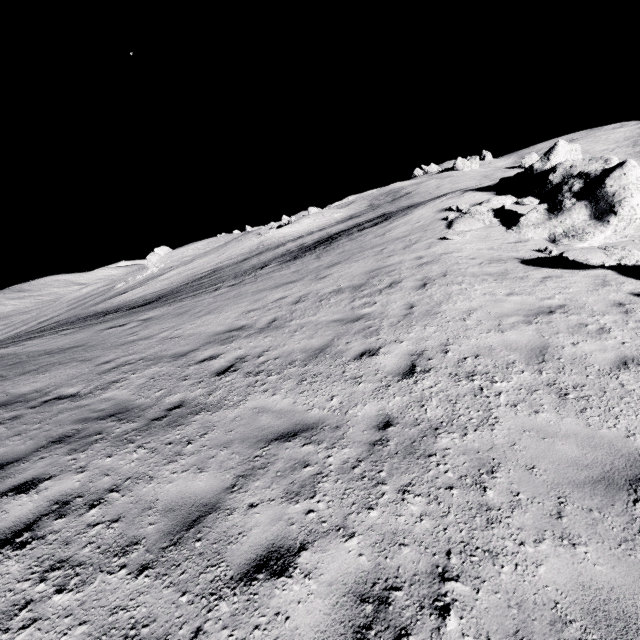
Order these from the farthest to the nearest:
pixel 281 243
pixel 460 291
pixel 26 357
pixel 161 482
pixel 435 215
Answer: pixel 281 243, pixel 435 215, pixel 26 357, pixel 460 291, pixel 161 482
